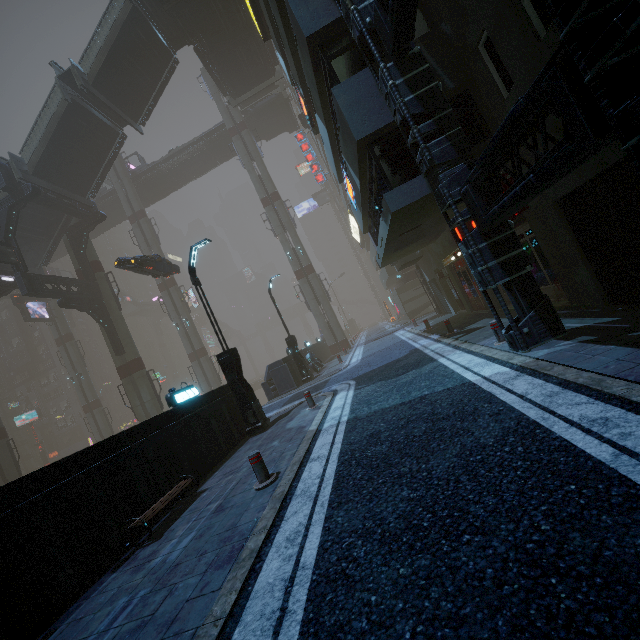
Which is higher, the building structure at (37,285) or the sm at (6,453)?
the building structure at (37,285)

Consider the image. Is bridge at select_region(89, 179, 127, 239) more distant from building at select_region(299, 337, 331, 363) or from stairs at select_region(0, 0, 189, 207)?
stairs at select_region(0, 0, 189, 207)

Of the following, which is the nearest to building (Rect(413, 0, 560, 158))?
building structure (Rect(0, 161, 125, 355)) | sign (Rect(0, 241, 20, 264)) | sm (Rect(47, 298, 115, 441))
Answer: building structure (Rect(0, 161, 125, 355))

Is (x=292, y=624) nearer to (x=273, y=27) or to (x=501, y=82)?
(x=501, y=82)

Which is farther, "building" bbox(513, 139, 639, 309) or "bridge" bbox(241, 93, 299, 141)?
"bridge" bbox(241, 93, 299, 141)

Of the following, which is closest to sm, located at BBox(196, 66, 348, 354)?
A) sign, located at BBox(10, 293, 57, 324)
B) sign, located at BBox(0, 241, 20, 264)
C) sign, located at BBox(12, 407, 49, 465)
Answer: sign, located at BBox(0, 241, 20, 264)

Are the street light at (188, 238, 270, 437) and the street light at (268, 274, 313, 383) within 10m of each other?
yes

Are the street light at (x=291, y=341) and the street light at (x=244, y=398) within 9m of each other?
yes
